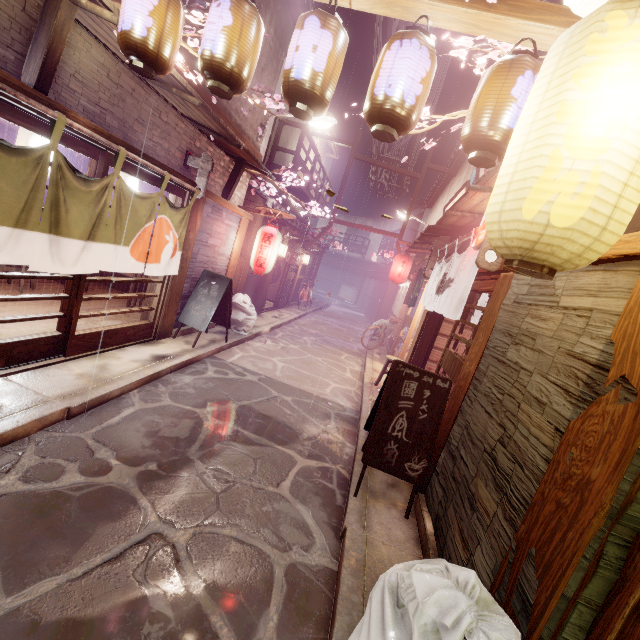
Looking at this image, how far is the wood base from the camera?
10.03m

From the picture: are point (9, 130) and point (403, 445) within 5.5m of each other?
no

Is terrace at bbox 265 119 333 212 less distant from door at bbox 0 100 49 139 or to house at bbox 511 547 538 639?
door at bbox 0 100 49 139

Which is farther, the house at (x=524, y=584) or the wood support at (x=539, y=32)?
the wood support at (x=539, y=32)

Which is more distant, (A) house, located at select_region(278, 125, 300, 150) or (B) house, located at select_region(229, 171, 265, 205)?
(A) house, located at select_region(278, 125, 300, 150)

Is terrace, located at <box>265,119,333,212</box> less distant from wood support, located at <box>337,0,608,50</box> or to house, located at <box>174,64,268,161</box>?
house, located at <box>174,64,268,161</box>

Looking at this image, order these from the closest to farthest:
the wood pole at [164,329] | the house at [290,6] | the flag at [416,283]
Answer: the wood pole at [164,329], the house at [290,6], the flag at [416,283]

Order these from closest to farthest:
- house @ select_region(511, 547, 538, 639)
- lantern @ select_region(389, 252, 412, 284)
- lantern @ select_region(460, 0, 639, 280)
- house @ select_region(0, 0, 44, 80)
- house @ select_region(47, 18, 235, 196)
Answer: lantern @ select_region(460, 0, 639, 280) < house @ select_region(511, 547, 538, 639) < house @ select_region(0, 0, 44, 80) < house @ select_region(47, 18, 235, 196) < lantern @ select_region(389, 252, 412, 284)
